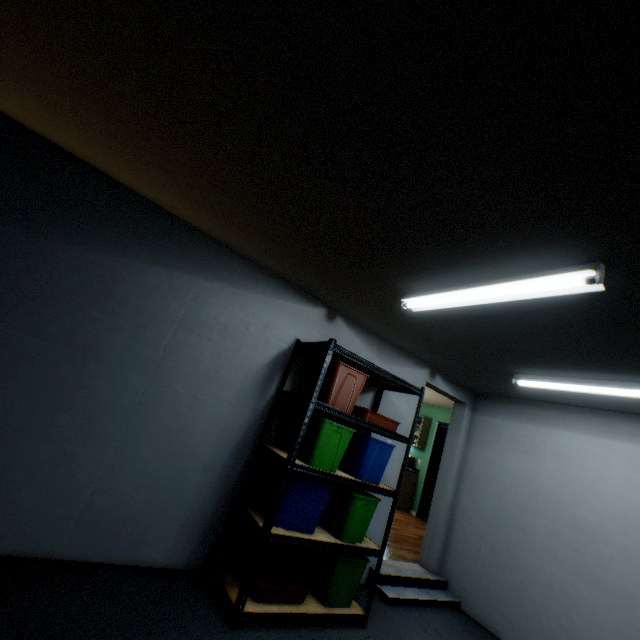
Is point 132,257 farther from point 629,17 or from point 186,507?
point 629,17

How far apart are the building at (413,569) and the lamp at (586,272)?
2.8m

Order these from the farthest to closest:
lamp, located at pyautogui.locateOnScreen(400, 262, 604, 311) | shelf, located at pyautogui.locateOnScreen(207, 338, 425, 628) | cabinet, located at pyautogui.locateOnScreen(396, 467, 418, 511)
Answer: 1. cabinet, located at pyautogui.locateOnScreen(396, 467, 418, 511)
2. shelf, located at pyautogui.locateOnScreen(207, 338, 425, 628)
3. lamp, located at pyautogui.locateOnScreen(400, 262, 604, 311)

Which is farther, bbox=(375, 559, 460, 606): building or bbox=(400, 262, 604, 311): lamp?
bbox=(375, 559, 460, 606): building

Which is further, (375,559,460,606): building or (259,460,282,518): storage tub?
(375,559,460,606): building

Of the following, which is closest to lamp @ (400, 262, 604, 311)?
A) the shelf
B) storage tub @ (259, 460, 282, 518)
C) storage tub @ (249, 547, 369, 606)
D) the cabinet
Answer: the shelf

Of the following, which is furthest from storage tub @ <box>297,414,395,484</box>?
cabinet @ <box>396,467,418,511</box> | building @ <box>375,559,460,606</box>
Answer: cabinet @ <box>396,467,418,511</box>

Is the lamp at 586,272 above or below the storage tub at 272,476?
above
